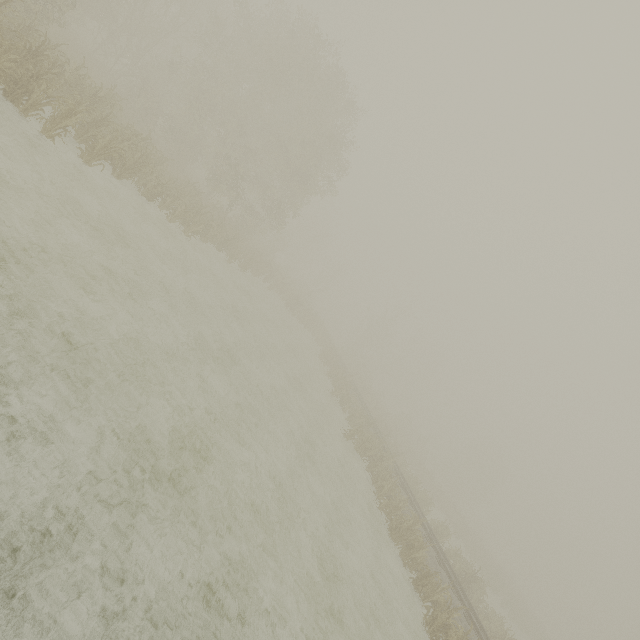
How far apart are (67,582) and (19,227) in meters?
7.1
